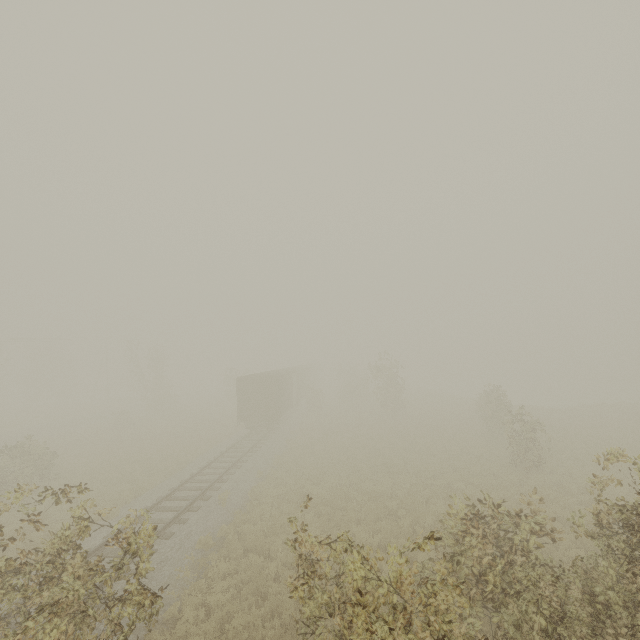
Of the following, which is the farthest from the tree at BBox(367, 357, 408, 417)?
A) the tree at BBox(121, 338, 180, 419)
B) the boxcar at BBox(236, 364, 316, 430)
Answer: the tree at BBox(121, 338, 180, 419)

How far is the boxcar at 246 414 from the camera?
26.52m

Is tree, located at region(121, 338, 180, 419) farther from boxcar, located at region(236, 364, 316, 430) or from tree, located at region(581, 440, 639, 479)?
boxcar, located at region(236, 364, 316, 430)

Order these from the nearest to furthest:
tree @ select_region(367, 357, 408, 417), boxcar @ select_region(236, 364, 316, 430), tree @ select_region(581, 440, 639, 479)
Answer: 1. tree @ select_region(581, 440, 639, 479)
2. boxcar @ select_region(236, 364, 316, 430)
3. tree @ select_region(367, 357, 408, 417)

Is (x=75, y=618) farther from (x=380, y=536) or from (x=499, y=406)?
(x=499, y=406)

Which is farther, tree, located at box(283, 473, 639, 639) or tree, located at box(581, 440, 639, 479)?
tree, located at box(581, 440, 639, 479)

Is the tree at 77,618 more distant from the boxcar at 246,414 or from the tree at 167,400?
the tree at 167,400
